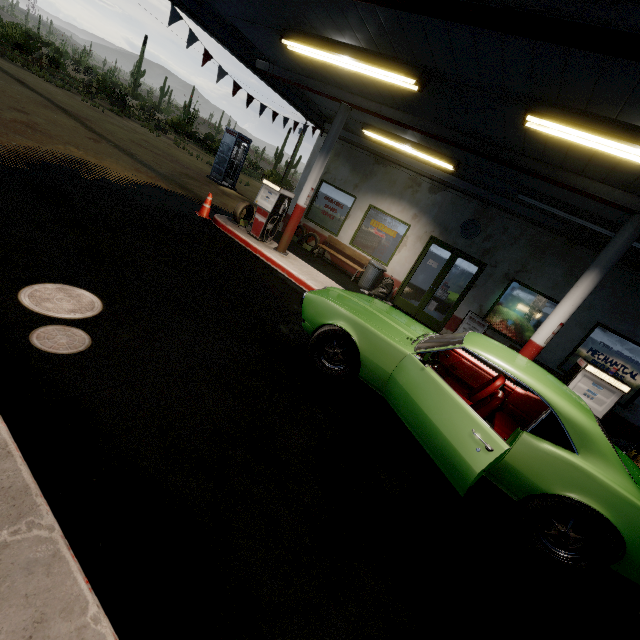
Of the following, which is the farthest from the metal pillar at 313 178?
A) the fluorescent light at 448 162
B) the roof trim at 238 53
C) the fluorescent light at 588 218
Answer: the fluorescent light at 588 218

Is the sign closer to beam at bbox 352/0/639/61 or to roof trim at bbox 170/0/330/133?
roof trim at bbox 170/0/330/133

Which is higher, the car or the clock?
the clock

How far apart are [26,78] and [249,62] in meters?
15.5 m

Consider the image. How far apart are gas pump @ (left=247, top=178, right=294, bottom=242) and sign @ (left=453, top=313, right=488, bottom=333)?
6.0 meters

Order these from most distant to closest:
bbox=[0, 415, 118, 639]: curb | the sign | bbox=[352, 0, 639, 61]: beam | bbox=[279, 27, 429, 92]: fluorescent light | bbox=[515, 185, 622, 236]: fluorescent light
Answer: the sign → bbox=[515, 185, 622, 236]: fluorescent light → bbox=[279, 27, 429, 92]: fluorescent light → bbox=[352, 0, 639, 61]: beam → bbox=[0, 415, 118, 639]: curb

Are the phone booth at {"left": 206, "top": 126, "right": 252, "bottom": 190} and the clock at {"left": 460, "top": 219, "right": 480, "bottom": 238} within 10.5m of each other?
no

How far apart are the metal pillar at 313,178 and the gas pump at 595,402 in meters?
6.8 m
